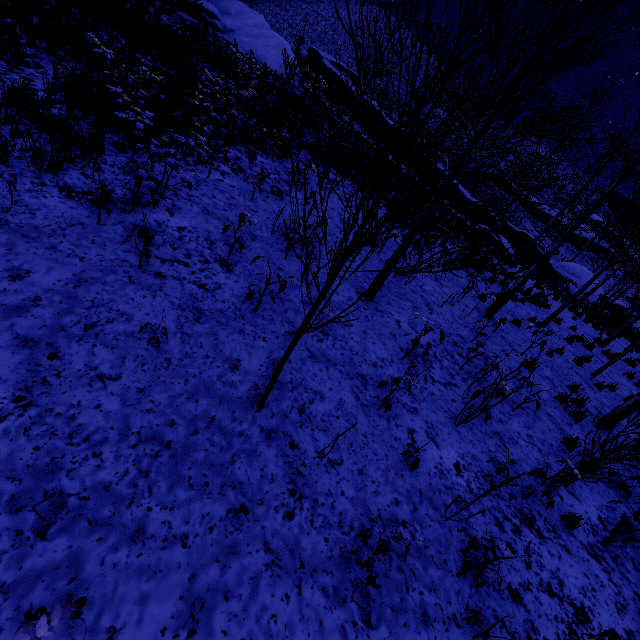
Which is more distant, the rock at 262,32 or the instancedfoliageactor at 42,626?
the rock at 262,32

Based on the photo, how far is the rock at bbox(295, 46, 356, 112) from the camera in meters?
28.1 m

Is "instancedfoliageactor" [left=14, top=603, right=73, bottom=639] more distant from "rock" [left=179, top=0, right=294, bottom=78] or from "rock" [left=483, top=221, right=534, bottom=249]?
"rock" [left=179, top=0, right=294, bottom=78]

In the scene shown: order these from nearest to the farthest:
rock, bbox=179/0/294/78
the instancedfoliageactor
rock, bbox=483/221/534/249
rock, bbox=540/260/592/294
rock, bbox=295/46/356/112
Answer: the instancedfoliageactor < rock, bbox=483/221/534/249 < rock, bbox=179/0/294/78 < rock, bbox=295/46/356/112 < rock, bbox=540/260/592/294

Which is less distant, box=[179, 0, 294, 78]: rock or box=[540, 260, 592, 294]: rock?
box=[179, 0, 294, 78]: rock

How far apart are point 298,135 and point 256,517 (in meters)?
16.33

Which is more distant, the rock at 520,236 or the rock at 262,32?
the rock at 262,32

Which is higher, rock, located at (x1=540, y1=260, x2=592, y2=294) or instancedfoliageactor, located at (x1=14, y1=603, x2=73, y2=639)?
rock, located at (x1=540, y1=260, x2=592, y2=294)
